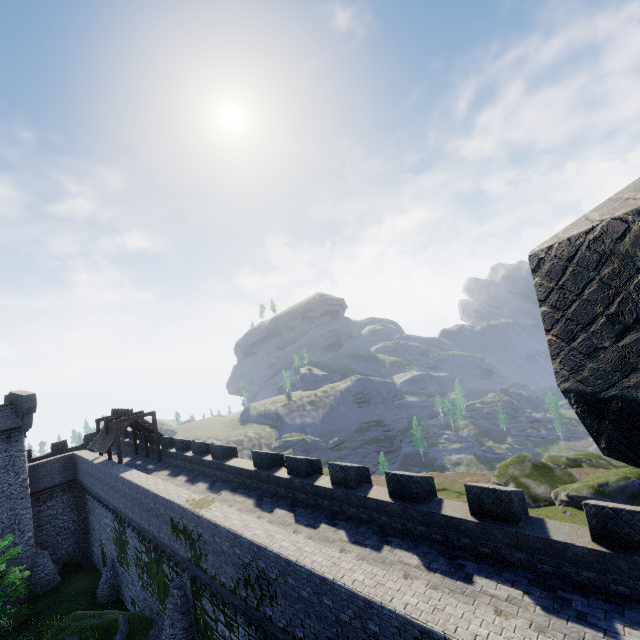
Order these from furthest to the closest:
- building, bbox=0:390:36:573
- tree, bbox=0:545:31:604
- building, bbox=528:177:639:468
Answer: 1. building, bbox=0:390:36:573
2. tree, bbox=0:545:31:604
3. building, bbox=528:177:639:468

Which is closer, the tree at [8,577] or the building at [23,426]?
the tree at [8,577]

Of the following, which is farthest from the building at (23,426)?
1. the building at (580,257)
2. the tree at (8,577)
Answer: the building at (580,257)

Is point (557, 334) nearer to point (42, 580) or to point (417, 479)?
point (417, 479)

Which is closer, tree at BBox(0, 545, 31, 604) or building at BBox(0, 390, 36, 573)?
tree at BBox(0, 545, 31, 604)

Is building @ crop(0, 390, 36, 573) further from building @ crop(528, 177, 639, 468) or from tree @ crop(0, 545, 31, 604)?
building @ crop(528, 177, 639, 468)
